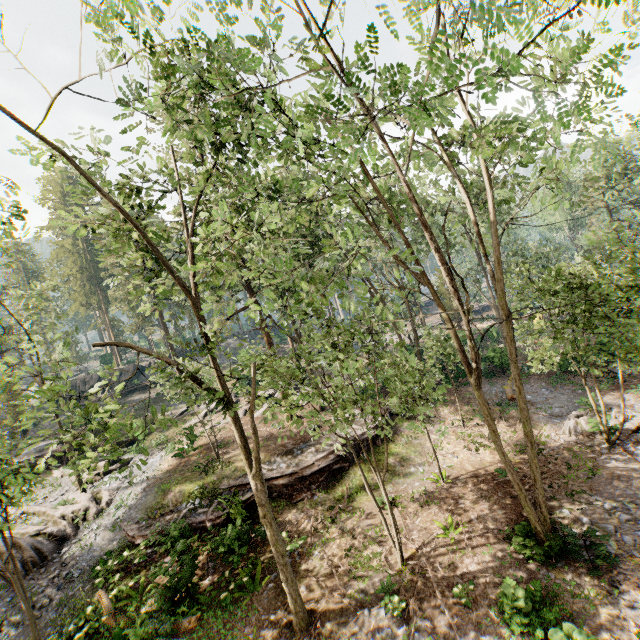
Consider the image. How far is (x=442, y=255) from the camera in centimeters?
765cm

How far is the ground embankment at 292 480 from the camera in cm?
1742

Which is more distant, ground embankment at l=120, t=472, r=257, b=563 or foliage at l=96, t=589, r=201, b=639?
ground embankment at l=120, t=472, r=257, b=563

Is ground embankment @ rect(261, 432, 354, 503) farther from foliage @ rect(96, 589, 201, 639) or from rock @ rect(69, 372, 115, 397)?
rock @ rect(69, 372, 115, 397)

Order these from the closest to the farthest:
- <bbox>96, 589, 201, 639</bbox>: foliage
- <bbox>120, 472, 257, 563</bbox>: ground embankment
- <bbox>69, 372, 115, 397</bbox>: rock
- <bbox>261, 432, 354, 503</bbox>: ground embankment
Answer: <bbox>96, 589, 201, 639</bbox>: foliage
<bbox>120, 472, 257, 563</bbox>: ground embankment
<bbox>261, 432, 354, 503</bbox>: ground embankment
<bbox>69, 372, 115, 397</bbox>: rock

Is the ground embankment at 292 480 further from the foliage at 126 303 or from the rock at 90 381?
the rock at 90 381

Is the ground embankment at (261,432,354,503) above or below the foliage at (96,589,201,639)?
above

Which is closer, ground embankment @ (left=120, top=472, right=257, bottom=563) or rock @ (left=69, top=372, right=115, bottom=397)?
ground embankment @ (left=120, top=472, right=257, bottom=563)
